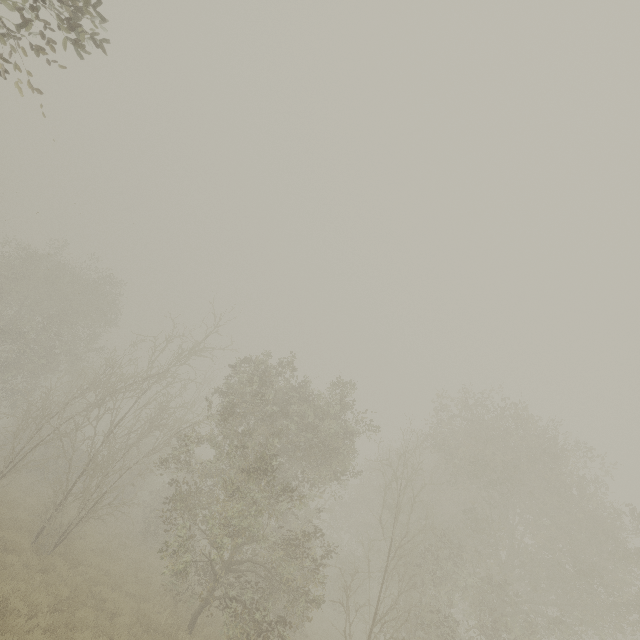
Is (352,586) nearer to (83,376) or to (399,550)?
(399,550)
